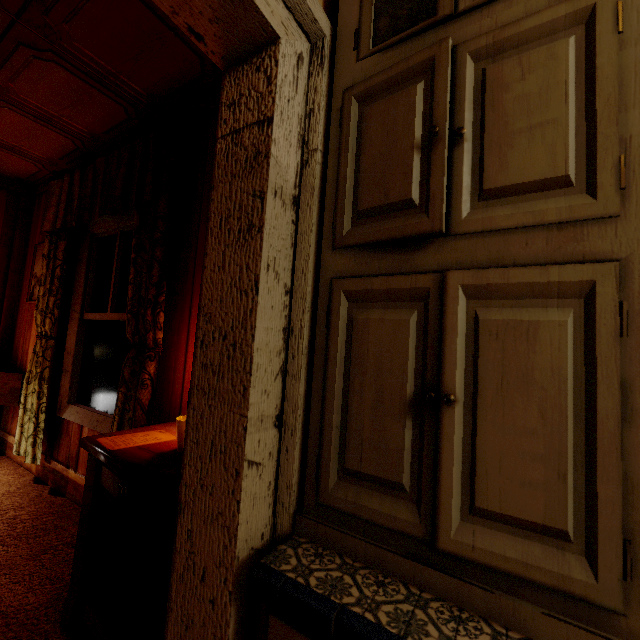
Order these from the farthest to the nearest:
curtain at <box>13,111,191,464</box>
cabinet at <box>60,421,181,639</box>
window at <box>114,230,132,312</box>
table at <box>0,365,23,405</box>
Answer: table at <box>0,365,23,405</box>, window at <box>114,230,132,312</box>, curtain at <box>13,111,191,464</box>, cabinet at <box>60,421,181,639</box>

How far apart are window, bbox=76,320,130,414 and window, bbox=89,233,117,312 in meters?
0.1

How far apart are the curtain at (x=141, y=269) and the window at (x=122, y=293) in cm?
23

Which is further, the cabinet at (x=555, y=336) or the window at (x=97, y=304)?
the window at (x=97, y=304)

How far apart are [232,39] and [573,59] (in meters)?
0.82

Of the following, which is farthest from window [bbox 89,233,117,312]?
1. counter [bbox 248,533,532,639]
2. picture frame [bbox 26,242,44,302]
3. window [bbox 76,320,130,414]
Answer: counter [bbox 248,533,532,639]

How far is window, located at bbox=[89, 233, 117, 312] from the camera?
2.6 meters

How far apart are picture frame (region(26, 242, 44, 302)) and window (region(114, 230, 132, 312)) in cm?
85
